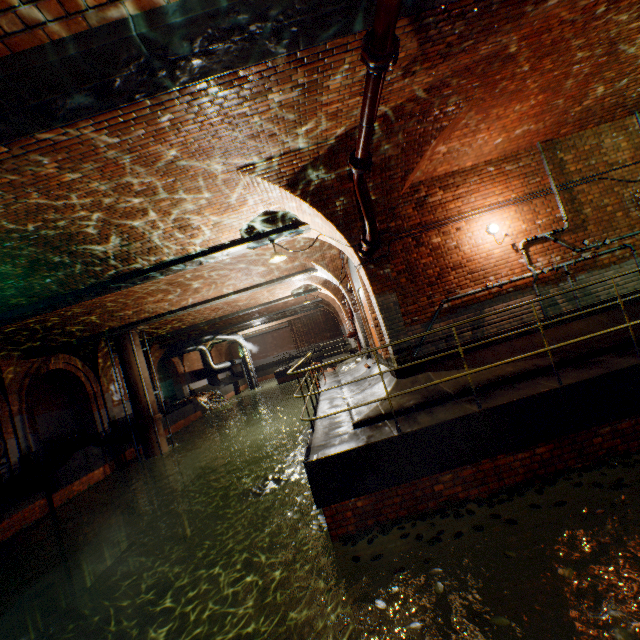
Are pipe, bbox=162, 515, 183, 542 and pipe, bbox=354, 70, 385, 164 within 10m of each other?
no

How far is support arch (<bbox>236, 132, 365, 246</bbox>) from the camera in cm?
539

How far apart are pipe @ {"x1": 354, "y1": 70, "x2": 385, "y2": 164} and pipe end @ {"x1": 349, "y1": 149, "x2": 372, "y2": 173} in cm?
2

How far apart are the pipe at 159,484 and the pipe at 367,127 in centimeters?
1435cm

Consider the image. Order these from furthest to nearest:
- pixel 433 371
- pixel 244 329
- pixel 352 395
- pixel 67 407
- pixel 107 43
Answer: pixel 244 329, pixel 67 407, pixel 352 395, pixel 433 371, pixel 107 43

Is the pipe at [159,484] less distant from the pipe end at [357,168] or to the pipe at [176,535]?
the pipe at [176,535]

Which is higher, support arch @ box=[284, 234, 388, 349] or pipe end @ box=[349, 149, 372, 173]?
pipe end @ box=[349, 149, 372, 173]

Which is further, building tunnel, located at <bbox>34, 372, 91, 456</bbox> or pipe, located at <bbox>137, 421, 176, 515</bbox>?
building tunnel, located at <bbox>34, 372, 91, 456</bbox>
